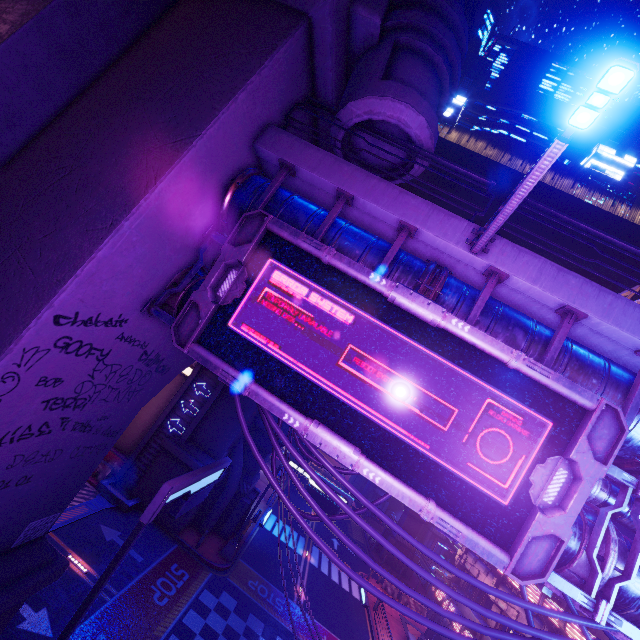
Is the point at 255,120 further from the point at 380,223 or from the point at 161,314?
the point at 161,314

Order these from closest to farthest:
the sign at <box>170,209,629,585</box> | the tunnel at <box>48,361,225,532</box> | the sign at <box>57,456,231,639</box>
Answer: the sign at <box>170,209,629,585</box> → the sign at <box>57,456,231,639</box> → the tunnel at <box>48,361,225,532</box>

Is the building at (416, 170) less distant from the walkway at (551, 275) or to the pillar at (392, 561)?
the walkway at (551, 275)

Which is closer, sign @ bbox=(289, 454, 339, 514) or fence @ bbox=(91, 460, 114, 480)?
fence @ bbox=(91, 460, 114, 480)

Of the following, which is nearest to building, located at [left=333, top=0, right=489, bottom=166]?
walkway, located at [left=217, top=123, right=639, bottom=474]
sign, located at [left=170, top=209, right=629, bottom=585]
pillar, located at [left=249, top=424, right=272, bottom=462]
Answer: walkway, located at [left=217, top=123, right=639, bottom=474]

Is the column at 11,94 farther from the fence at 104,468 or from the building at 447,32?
the fence at 104,468

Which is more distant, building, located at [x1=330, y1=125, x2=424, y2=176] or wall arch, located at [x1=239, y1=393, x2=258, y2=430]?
wall arch, located at [x1=239, y1=393, x2=258, y2=430]

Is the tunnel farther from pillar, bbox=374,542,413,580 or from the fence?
pillar, bbox=374,542,413,580
